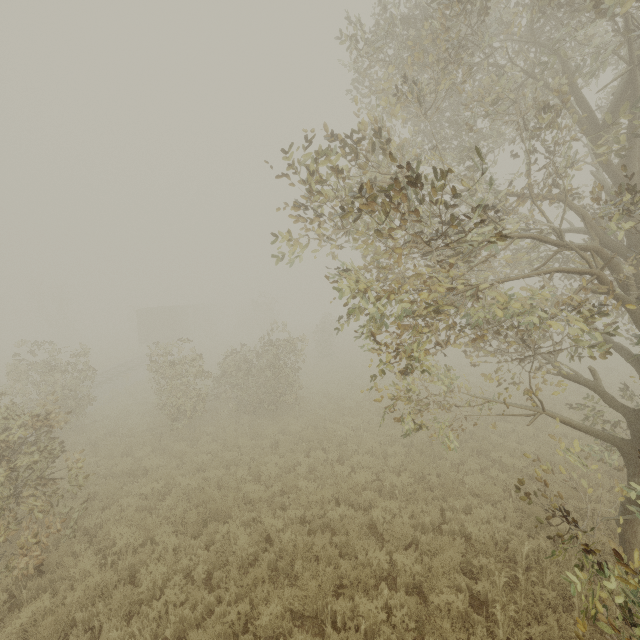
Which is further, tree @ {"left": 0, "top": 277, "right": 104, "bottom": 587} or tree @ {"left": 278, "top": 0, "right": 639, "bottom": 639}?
tree @ {"left": 0, "top": 277, "right": 104, "bottom": 587}

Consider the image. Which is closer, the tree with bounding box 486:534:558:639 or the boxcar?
the tree with bounding box 486:534:558:639

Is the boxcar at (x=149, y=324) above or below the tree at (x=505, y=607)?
above

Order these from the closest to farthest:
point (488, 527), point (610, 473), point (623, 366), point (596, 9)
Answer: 1. point (596, 9)
2. point (488, 527)
3. point (610, 473)
4. point (623, 366)

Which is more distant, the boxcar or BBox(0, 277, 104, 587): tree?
the boxcar

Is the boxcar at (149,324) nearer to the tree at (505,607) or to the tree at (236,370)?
the tree at (236,370)

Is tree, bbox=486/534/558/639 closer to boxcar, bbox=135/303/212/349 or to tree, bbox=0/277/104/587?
tree, bbox=0/277/104/587
